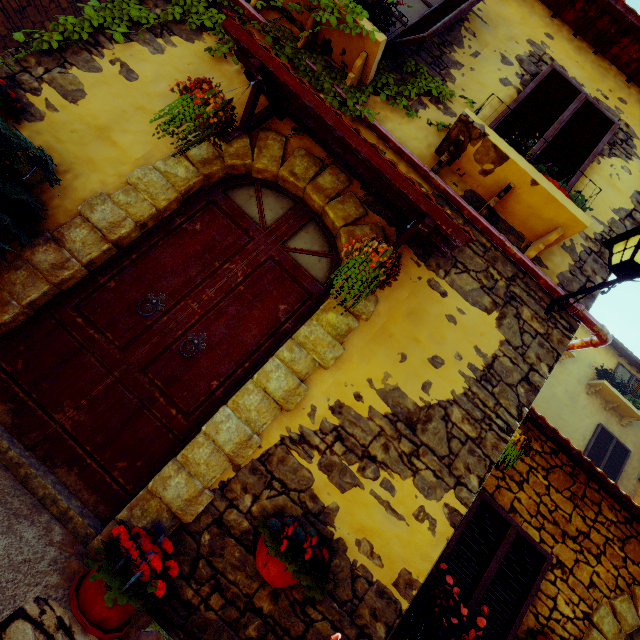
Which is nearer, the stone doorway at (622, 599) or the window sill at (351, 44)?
the window sill at (351, 44)

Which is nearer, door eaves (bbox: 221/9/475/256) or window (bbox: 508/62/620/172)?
door eaves (bbox: 221/9/475/256)

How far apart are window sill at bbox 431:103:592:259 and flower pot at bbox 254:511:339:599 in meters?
3.2

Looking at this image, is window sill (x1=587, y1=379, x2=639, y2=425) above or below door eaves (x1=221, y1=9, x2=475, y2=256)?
→ above

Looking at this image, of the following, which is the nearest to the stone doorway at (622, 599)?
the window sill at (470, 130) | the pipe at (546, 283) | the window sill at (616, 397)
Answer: the pipe at (546, 283)

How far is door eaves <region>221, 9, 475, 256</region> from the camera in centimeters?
231cm

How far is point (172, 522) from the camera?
2.1 meters

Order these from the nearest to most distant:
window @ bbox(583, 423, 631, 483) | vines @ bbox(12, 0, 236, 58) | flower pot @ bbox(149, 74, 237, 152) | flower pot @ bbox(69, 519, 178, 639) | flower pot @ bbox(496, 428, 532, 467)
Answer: flower pot @ bbox(69, 519, 178, 639)
flower pot @ bbox(149, 74, 237, 152)
vines @ bbox(12, 0, 236, 58)
flower pot @ bbox(496, 428, 532, 467)
window @ bbox(583, 423, 631, 483)
